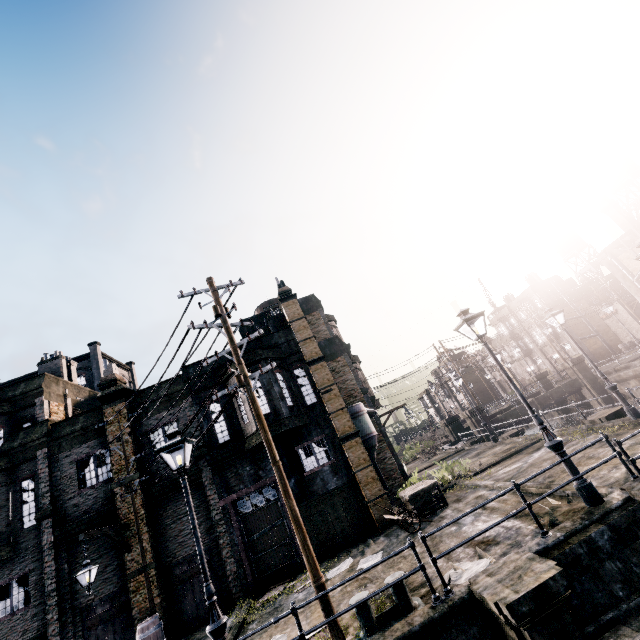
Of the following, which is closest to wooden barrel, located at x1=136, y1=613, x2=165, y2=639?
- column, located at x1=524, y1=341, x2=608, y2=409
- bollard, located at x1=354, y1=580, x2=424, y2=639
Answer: bollard, located at x1=354, y1=580, x2=424, y2=639

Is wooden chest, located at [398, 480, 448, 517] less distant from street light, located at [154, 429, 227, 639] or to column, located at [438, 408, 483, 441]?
street light, located at [154, 429, 227, 639]

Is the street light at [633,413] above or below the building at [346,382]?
below

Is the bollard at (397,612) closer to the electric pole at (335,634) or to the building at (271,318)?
the electric pole at (335,634)

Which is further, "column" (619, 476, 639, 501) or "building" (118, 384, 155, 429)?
"building" (118, 384, 155, 429)

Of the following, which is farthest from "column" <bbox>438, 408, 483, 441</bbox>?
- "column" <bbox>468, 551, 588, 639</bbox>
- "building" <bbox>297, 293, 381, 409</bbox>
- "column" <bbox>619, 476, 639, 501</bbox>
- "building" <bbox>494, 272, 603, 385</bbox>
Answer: "column" <bbox>468, 551, 588, 639</bbox>

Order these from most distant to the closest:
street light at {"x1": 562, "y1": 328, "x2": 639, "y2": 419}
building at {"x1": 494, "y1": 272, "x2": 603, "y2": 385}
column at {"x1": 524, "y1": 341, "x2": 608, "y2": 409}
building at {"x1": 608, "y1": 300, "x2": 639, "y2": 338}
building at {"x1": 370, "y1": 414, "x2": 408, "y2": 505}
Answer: building at {"x1": 494, "y1": 272, "x2": 603, "y2": 385}, building at {"x1": 608, "y1": 300, "x2": 639, "y2": 338}, column at {"x1": 524, "y1": 341, "x2": 608, "y2": 409}, building at {"x1": 370, "y1": 414, "x2": 408, "y2": 505}, street light at {"x1": 562, "y1": 328, "x2": 639, "y2": 419}

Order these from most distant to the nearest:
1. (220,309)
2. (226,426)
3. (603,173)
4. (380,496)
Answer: (603,173) → (226,426) → (380,496) → (220,309)
